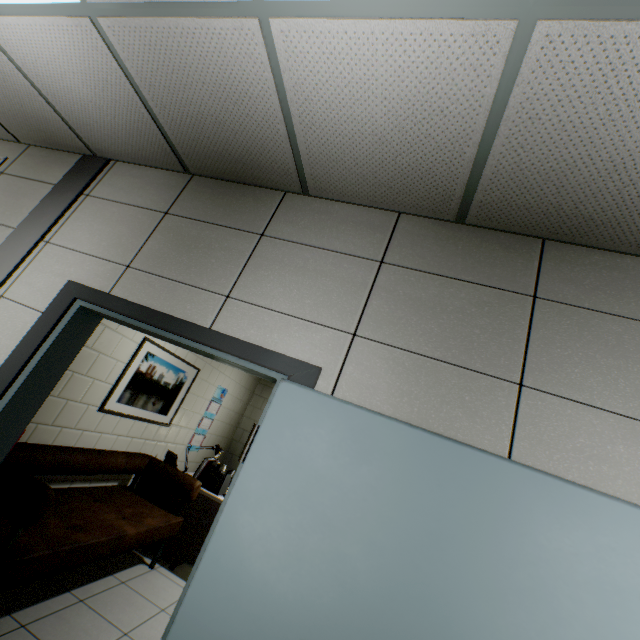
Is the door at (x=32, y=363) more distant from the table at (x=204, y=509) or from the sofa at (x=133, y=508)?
the table at (x=204, y=509)

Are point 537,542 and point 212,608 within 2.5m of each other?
yes

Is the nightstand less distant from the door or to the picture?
the picture

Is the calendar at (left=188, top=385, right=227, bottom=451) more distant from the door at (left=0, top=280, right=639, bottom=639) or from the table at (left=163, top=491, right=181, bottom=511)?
the door at (left=0, top=280, right=639, bottom=639)

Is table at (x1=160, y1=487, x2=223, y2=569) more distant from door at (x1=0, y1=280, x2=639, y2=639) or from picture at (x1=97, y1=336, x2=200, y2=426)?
door at (x1=0, y1=280, x2=639, y2=639)

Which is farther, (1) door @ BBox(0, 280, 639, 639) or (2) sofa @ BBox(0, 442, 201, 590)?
(2) sofa @ BBox(0, 442, 201, 590)

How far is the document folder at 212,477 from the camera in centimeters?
399cm

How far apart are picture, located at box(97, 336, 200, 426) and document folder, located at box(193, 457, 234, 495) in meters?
0.8 m
